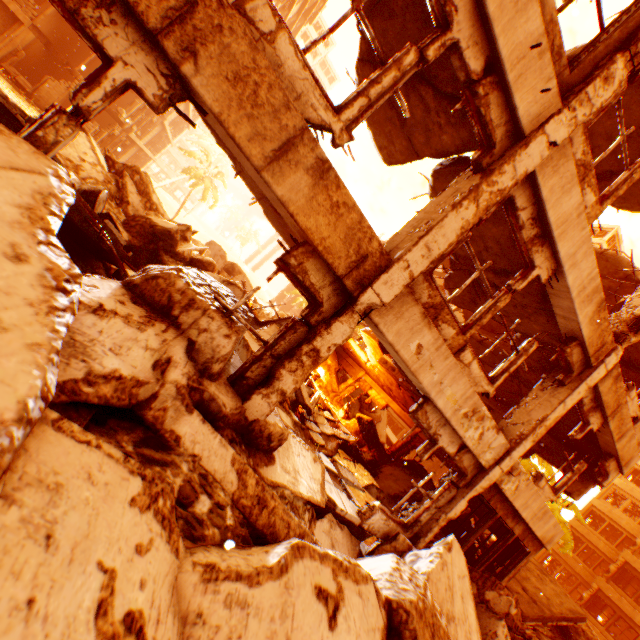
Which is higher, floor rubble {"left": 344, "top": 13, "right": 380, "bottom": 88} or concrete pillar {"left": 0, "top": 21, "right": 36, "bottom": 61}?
floor rubble {"left": 344, "top": 13, "right": 380, "bottom": 88}

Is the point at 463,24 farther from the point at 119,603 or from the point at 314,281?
the point at 119,603

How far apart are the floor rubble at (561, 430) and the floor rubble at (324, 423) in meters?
5.4 m

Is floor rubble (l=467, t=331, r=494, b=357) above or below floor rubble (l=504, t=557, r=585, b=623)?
above

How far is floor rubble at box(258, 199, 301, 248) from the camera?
5.9 meters

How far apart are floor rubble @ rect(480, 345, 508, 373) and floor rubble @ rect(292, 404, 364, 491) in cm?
538

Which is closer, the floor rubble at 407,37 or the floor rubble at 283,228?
Answer: the floor rubble at 407,37
